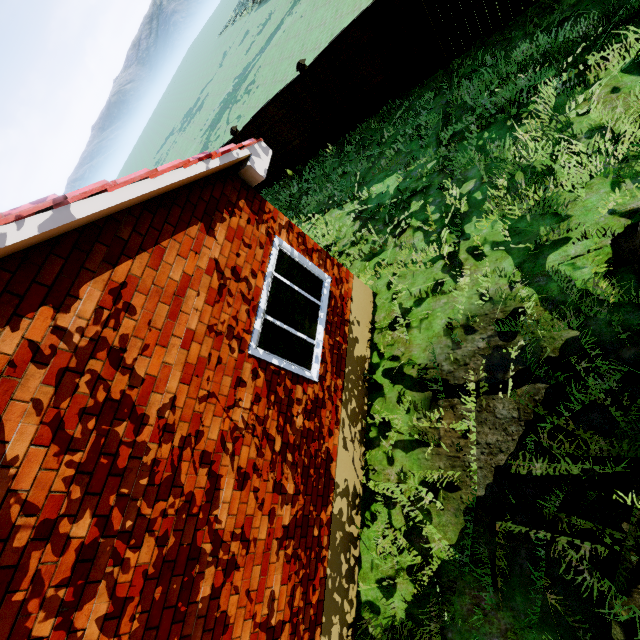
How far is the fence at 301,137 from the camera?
10.0m

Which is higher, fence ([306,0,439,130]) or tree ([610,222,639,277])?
fence ([306,0,439,130])

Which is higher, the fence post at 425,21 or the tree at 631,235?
the fence post at 425,21

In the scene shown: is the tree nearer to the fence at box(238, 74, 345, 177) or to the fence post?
the fence at box(238, 74, 345, 177)

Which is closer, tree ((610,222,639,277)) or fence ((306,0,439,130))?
tree ((610,222,639,277))

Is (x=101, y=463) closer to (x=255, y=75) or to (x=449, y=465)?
(x=449, y=465)

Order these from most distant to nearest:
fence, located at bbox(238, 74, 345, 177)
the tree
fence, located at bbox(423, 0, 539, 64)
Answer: fence, located at bbox(238, 74, 345, 177) < fence, located at bbox(423, 0, 539, 64) < the tree

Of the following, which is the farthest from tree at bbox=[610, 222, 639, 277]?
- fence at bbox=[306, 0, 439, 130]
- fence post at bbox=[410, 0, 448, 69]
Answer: fence post at bbox=[410, 0, 448, 69]
